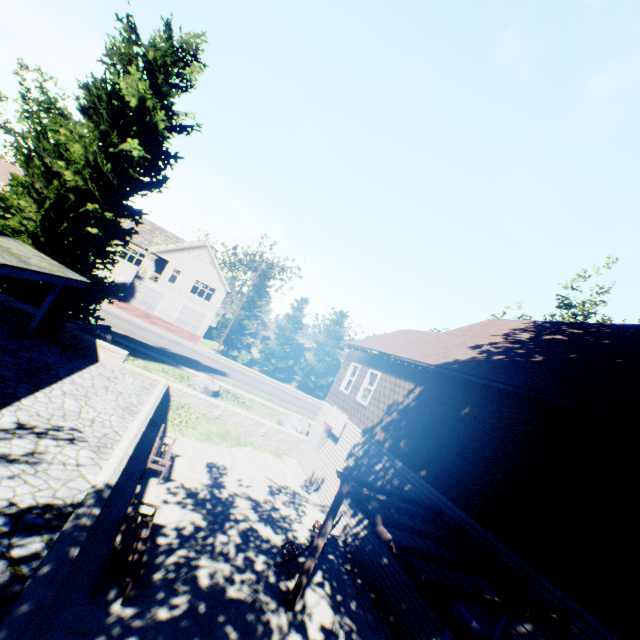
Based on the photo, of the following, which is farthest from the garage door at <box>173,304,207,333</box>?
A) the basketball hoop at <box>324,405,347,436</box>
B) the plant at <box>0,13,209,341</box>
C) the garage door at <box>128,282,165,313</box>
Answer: the basketball hoop at <box>324,405,347,436</box>

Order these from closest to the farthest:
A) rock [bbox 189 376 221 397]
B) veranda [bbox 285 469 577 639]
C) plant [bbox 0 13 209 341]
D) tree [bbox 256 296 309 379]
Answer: veranda [bbox 285 469 577 639], plant [bbox 0 13 209 341], rock [bbox 189 376 221 397], tree [bbox 256 296 309 379]

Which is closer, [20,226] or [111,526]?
[111,526]

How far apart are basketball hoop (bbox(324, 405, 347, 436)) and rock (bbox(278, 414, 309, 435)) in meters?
3.7 m

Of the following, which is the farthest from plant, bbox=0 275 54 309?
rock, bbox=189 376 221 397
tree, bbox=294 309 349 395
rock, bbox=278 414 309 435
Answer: tree, bbox=294 309 349 395

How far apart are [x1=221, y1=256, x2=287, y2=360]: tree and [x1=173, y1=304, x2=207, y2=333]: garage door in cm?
594

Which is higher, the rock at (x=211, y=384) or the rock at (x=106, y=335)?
the rock at (x=106, y=335)

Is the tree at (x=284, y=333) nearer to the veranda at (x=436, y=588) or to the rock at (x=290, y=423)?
the rock at (x=290, y=423)
